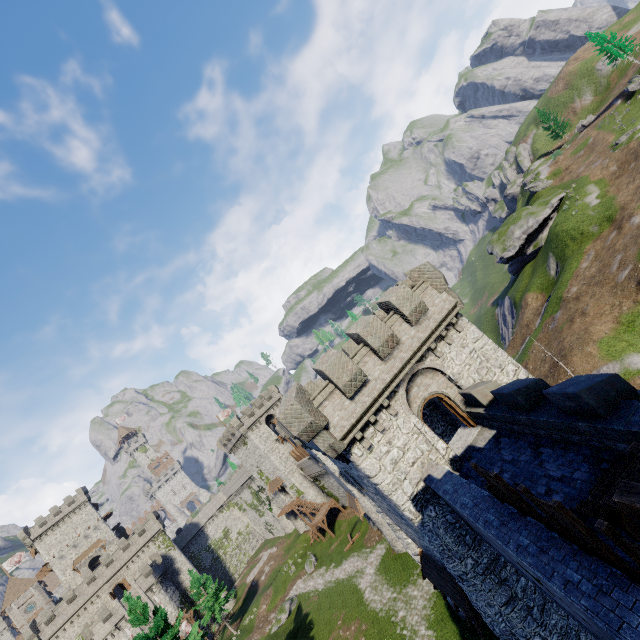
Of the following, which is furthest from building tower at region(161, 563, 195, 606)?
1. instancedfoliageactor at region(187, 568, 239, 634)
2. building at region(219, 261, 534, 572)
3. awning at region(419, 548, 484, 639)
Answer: awning at region(419, 548, 484, 639)

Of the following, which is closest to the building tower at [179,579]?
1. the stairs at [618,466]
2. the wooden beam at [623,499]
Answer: the stairs at [618,466]

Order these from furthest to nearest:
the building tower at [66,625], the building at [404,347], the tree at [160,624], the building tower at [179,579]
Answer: the building tower at [179,579] < the building tower at [66,625] < the tree at [160,624] < the building at [404,347]

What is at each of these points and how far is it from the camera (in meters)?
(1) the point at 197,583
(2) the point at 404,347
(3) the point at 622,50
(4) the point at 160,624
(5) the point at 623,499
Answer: (1) instancedfoliageactor, 48.62
(2) building, 16.11
(3) tree, 49.94
(4) tree, 21.45
(5) wooden beam, 3.67

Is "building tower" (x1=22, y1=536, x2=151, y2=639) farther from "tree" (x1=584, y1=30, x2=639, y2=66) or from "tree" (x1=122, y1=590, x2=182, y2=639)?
"tree" (x1=584, y1=30, x2=639, y2=66)

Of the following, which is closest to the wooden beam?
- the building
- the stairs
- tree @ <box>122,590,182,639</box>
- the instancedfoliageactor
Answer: the stairs

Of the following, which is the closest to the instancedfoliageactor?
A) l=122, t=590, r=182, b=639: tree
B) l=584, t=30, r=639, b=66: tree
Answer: l=122, t=590, r=182, b=639: tree

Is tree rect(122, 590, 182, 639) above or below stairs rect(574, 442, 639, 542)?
above
